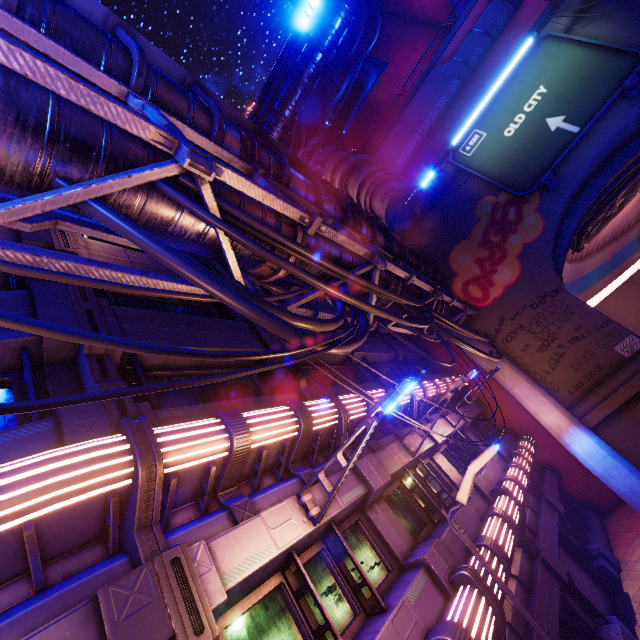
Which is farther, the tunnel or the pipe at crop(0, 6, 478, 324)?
the tunnel

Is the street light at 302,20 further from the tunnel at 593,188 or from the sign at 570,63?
the tunnel at 593,188

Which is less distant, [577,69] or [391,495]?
[391,495]

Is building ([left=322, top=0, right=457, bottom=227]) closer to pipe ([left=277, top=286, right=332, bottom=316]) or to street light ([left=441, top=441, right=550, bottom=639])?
pipe ([left=277, top=286, right=332, bottom=316])

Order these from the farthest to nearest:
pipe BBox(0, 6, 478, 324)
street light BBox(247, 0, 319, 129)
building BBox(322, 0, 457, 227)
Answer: building BBox(322, 0, 457, 227)
street light BBox(247, 0, 319, 129)
pipe BBox(0, 6, 478, 324)

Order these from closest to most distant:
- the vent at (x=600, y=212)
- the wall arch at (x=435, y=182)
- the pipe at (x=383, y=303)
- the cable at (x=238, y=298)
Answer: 1. the cable at (x=238, y=298)
2. the pipe at (x=383, y=303)
3. the vent at (x=600, y=212)
4. the wall arch at (x=435, y=182)

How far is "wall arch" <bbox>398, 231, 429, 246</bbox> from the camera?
20.97m
